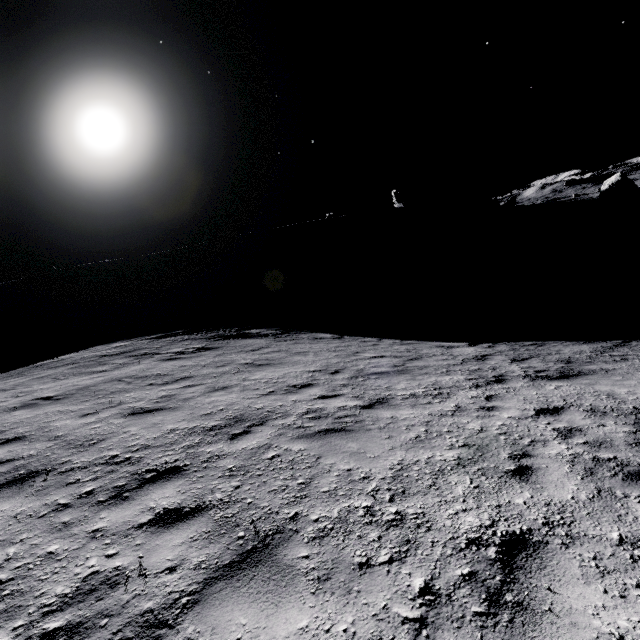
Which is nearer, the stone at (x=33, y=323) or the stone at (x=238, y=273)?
the stone at (x=33, y=323)

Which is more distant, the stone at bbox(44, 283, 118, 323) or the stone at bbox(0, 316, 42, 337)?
the stone at bbox(44, 283, 118, 323)

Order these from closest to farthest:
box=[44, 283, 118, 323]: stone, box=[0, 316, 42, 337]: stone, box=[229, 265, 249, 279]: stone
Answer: box=[0, 316, 42, 337]: stone
box=[44, 283, 118, 323]: stone
box=[229, 265, 249, 279]: stone

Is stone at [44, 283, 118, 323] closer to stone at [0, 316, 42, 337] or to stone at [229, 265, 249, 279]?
stone at [0, 316, 42, 337]

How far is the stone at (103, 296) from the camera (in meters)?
44.62

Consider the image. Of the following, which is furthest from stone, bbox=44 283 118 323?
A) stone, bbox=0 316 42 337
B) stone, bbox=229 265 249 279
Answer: stone, bbox=229 265 249 279

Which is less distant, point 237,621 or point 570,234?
point 237,621
